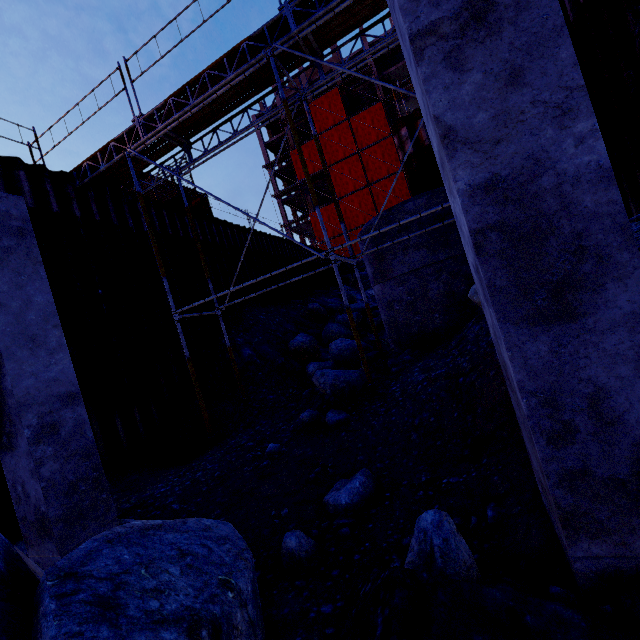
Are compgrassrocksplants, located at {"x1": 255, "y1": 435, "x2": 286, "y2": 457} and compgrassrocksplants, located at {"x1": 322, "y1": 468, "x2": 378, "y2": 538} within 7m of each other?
yes

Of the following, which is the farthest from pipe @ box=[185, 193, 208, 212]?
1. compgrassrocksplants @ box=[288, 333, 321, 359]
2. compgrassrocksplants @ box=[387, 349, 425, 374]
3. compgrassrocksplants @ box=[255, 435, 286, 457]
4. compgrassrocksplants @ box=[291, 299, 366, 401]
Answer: compgrassrocksplants @ box=[255, 435, 286, 457]

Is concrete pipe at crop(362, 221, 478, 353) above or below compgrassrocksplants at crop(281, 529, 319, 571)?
above

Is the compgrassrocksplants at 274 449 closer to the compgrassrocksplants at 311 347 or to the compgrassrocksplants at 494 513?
the compgrassrocksplants at 494 513

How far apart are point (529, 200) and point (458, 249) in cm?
607

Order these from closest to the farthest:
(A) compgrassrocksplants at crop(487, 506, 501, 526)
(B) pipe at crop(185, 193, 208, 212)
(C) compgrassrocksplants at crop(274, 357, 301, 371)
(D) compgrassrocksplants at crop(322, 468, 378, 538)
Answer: (A) compgrassrocksplants at crop(487, 506, 501, 526) → (D) compgrassrocksplants at crop(322, 468, 378, 538) → (C) compgrassrocksplants at crop(274, 357, 301, 371) → (B) pipe at crop(185, 193, 208, 212)

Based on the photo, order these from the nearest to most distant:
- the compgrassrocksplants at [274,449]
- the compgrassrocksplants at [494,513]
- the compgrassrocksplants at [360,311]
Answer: the compgrassrocksplants at [494,513] → the compgrassrocksplants at [274,449] → the compgrassrocksplants at [360,311]

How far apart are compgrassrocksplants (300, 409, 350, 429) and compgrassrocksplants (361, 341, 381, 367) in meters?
2.3 m
